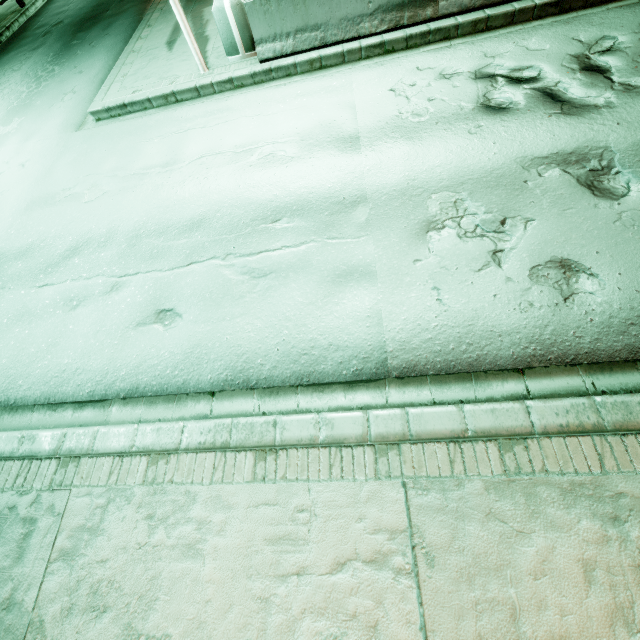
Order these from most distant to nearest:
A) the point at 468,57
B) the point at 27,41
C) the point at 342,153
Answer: the point at 27,41, the point at 468,57, the point at 342,153
